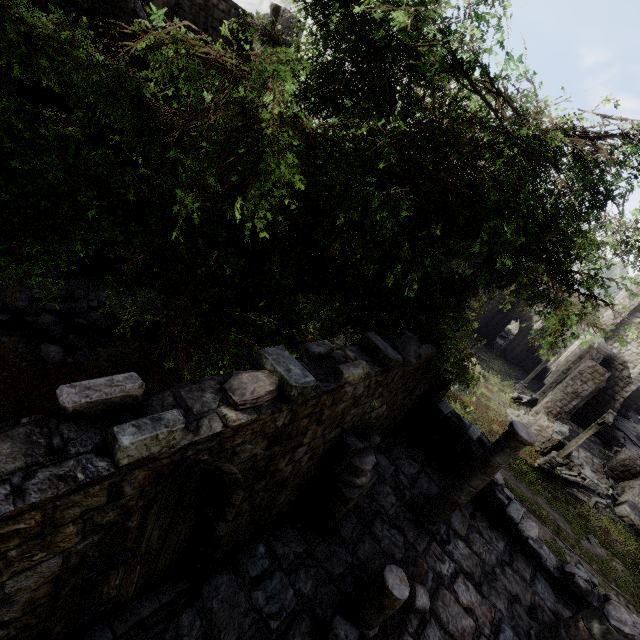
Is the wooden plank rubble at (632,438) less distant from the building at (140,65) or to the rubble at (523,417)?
the building at (140,65)

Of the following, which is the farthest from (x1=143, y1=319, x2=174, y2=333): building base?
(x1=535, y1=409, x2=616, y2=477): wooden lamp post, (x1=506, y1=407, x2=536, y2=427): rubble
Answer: (x1=506, y1=407, x2=536, y2=427): rubble

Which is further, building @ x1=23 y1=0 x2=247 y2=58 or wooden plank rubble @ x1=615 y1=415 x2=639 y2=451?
wooden plank rubble @ x1=615 y1=415 x2=639 y2=451

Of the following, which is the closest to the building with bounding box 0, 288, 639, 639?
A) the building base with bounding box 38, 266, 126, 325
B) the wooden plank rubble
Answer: the building base with bounding box 38, 266, 126, 325

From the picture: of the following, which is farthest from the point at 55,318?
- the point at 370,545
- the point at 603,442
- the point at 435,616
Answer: the point at 603,442

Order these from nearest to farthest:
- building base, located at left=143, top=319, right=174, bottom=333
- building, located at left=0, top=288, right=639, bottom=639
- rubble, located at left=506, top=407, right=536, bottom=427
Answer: building, located at left=0, top=288, right=639, bottom=639 < building base, located at left=143, top=319, right=174, bottom=333 < rubble, located at left=506, top=407, right=536, bottom=427

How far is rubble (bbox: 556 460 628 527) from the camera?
16.9m

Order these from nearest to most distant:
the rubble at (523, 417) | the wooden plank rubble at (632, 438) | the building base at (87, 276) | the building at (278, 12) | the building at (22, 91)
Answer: the building at (22, 91), the building base at (87, 276), the building at (278, 12), the rubble at (523, 417), the wooden plank rubble at (632, 438)
